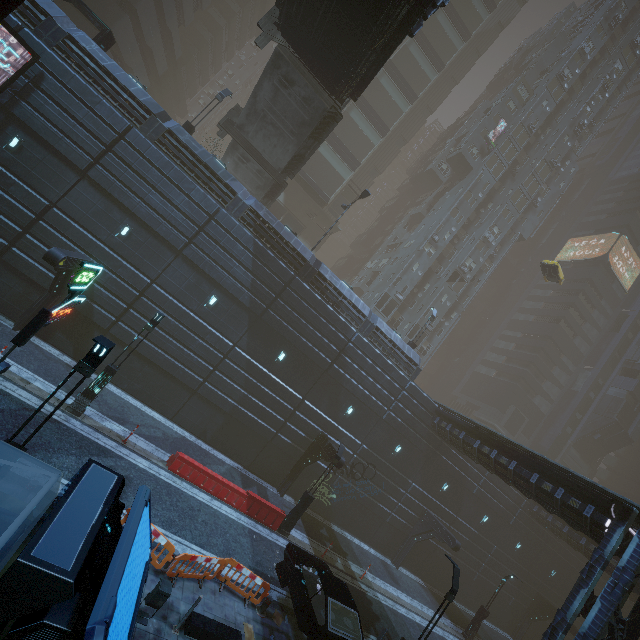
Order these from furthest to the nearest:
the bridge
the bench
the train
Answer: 1. the bridge
2. the bench
3. the train

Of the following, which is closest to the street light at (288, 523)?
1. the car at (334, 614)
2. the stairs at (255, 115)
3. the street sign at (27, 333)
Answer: the car at (334, 614)

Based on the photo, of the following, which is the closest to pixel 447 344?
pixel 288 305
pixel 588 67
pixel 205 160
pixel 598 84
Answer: pixel 598 84

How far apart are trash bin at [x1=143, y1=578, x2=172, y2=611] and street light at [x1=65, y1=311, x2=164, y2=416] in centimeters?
830cm

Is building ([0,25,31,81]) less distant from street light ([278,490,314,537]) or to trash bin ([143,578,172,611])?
street light ([278,490,314,537])

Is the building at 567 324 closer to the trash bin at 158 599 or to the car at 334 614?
the car at 334 614

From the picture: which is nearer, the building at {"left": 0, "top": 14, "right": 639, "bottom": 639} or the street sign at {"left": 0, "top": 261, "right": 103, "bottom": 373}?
the street sign at {"left": 0, "top": 261, "right": 103, "bottom": 373}

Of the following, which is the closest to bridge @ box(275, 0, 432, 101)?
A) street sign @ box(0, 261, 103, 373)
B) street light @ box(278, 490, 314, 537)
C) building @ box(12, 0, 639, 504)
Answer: building @ box(12, 0, 639, 504)
